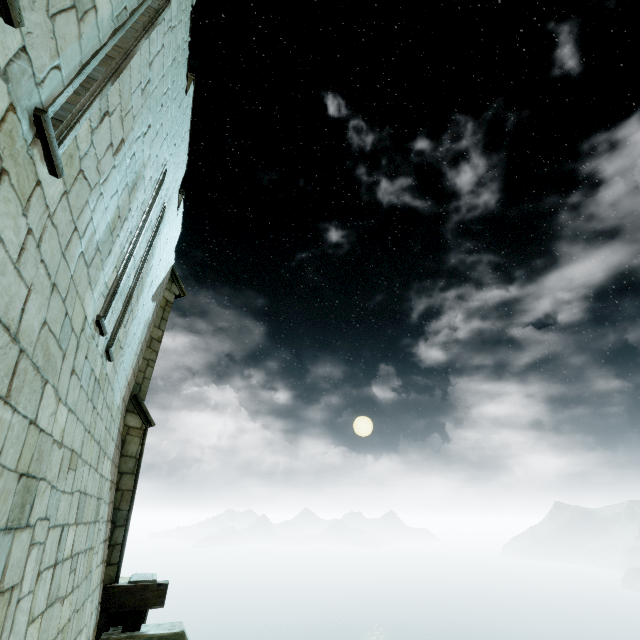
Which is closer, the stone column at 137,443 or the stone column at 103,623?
the stone column at 103,623

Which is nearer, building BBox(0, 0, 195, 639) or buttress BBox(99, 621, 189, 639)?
building BBox(0, 0, 195, 639)

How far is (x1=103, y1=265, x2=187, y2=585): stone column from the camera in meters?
7.3

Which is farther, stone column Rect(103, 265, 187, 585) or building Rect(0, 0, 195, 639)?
stone column Rect(103, 265, 187, 585)

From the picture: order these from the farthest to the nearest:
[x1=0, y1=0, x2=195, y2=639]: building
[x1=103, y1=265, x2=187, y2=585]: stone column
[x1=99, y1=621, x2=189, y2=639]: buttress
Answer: [x1=103, y1=265, x2=187, y2=585]: stone column → [x1=99, y1=621, x2=189, y2=639]: buttress → [x1=0, y1=0, x2=195, y2=639]: building

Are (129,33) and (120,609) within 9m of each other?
no

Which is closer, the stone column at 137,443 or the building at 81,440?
the building at 81,440
